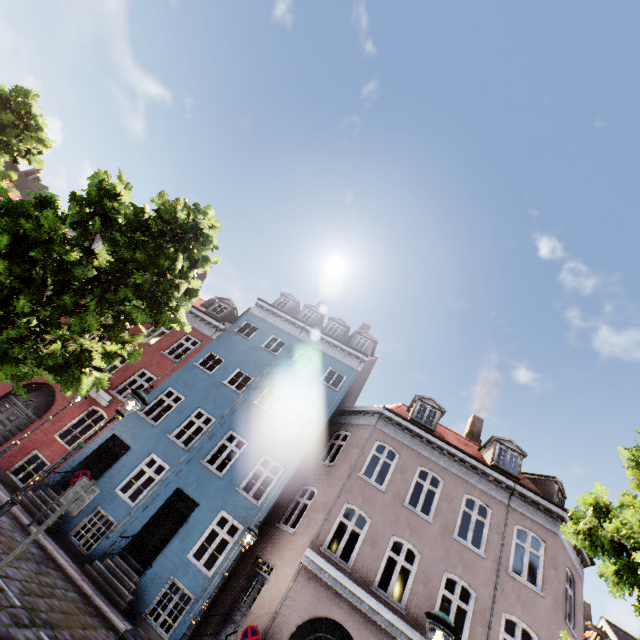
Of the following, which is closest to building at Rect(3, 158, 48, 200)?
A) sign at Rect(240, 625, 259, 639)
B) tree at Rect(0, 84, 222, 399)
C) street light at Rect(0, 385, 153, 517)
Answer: sign at Rect(240, 625, 259, 639)

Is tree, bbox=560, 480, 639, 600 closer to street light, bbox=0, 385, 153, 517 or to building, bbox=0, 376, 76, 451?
street light, bbox=0, 385, 153, 517

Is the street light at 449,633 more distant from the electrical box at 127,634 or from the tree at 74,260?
the electrical box at 127,634

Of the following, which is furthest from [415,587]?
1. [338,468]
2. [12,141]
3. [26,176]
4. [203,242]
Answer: [26,176]

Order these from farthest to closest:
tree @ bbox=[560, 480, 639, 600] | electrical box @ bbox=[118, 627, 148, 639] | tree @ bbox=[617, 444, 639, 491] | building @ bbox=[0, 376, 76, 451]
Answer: building @ bbox=[0, 376, 76, 451] → tree @ bbox=[617, 444, 639, 491] → tree @ bbox=[560, 480, 639, 600] → electrical box @ bbox=[118, 627, 148, 639]

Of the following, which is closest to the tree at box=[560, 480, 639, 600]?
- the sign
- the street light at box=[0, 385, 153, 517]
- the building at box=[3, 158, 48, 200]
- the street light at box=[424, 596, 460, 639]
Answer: the street light at box=[0, 385, 153, 517]

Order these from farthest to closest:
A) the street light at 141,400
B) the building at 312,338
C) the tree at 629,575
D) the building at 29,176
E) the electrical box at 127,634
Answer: the building at 29,176
the building at 312,338
the street light at 141,400
the tree at 629,575
the electrical box at 127,634

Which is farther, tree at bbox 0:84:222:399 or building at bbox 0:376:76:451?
building at bbox 0:376:76:451
